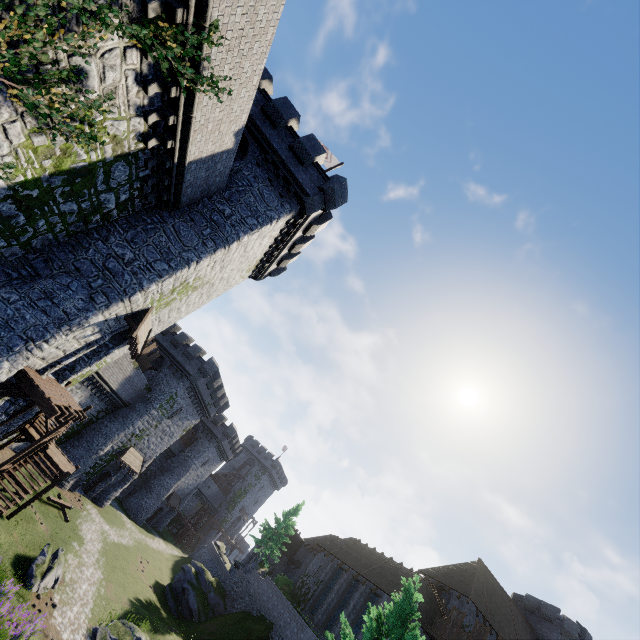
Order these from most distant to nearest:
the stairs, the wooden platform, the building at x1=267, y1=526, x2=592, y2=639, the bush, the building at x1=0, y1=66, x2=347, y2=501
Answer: the bush < the building at x1=267, y1=526, x2=592, y2=639 < the stairs < the building at x1=0, y1=66, x2=347, y2=501 < the wooden platform

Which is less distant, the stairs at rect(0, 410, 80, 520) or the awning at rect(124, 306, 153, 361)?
the awning at rect(124, 306, 153, 361)

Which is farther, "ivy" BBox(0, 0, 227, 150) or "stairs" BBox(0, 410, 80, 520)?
"stairs" BBox(0, 410, 80, 520)

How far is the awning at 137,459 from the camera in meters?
32.7 m

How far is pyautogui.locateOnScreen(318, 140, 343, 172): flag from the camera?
22.1m

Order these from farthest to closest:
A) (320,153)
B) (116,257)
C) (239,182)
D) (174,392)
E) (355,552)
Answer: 1. (355,552)
2. (174,392)
3. (320,153)
4. (239,182)
5. (116,257)

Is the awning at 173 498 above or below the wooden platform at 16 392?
below

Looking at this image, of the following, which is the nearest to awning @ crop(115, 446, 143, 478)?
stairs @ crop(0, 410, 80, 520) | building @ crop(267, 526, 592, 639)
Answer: stairs @ crop(0, 410, 80, 520)
